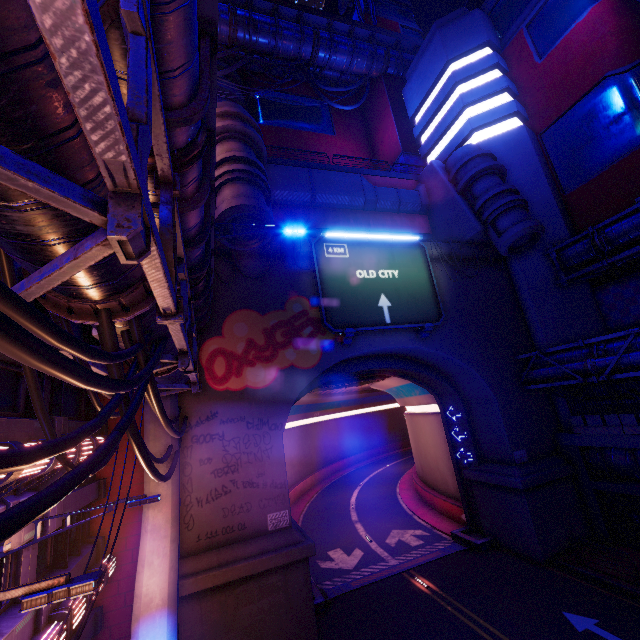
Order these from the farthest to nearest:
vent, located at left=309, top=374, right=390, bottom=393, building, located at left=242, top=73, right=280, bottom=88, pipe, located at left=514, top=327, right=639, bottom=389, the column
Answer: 1. building, located at left=242, top=73, right=280, bottom=88
2. vent, located at left=309, top=374, right=390, bottom=393
3. the column
4. pipe, located at left=514, top=327, right=639, bottom=389

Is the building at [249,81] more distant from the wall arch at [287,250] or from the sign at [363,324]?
the sign at [363,324]

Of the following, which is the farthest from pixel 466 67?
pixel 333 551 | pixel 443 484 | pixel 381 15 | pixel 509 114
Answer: pixel 333 551

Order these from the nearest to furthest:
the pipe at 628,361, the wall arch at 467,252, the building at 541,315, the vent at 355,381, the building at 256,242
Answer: the building at 256,242 → the pipe at 628,361 → the building at 541,315 → the wall arch at 467,252 → the vent at 355,381

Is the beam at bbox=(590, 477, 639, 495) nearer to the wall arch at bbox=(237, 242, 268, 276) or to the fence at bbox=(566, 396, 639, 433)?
the wall arch at bbox=(237, 242, 268, 276)

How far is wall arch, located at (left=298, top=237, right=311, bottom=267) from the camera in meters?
18.0 m

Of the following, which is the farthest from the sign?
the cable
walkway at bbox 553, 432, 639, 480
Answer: walkway at bbox 553, 432, 639, 480

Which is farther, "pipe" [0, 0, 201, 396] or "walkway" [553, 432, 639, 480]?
"walkway" [553, 432, 639, 480]
